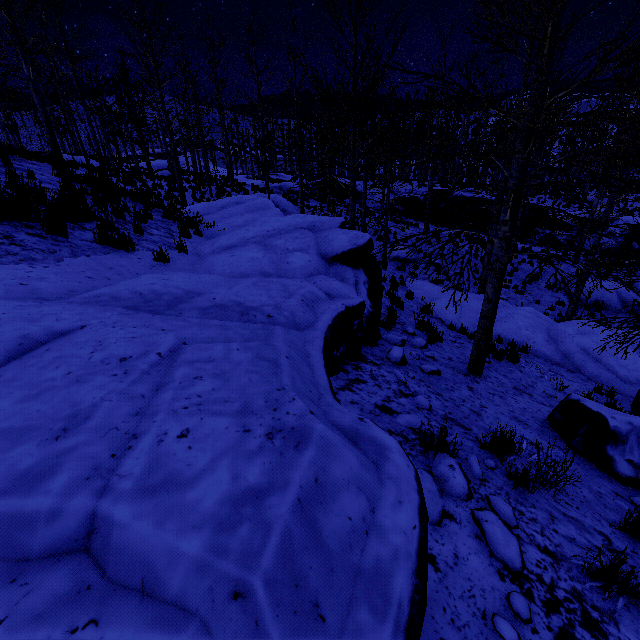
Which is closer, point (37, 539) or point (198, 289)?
point (37, 539)

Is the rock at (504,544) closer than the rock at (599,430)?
Yes

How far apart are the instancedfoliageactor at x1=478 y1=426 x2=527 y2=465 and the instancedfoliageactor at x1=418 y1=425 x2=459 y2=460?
0.7m

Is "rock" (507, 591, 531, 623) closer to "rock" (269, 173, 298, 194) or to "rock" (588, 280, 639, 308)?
"rock" (269, 173, 298, 194)

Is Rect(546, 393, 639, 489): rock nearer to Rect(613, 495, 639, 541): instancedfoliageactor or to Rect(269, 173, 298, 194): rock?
Rect(613, 495, 639, 541): instancedfoliageactor

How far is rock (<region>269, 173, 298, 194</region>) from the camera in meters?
25.7

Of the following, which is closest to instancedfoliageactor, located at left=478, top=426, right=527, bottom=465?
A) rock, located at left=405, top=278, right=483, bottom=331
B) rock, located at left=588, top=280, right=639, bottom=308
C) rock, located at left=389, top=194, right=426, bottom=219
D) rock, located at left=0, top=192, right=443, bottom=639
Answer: rock, located at left=0, top=192, right=443, bottom=639

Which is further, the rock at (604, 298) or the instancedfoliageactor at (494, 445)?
the rock at (604, 298)
